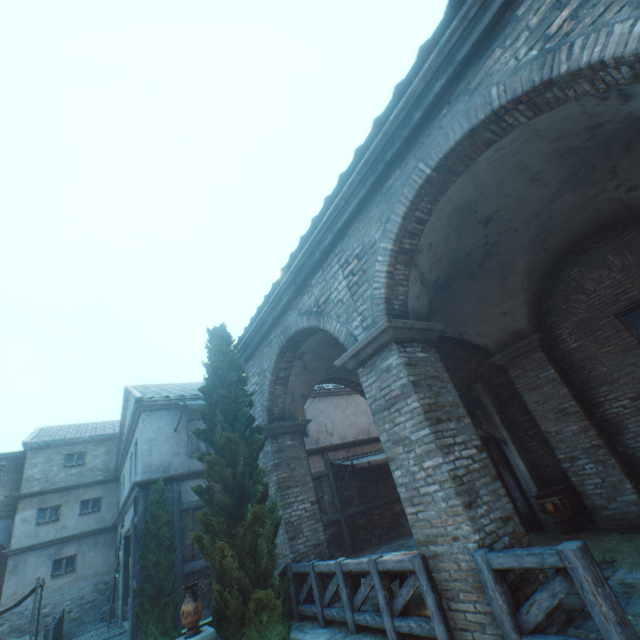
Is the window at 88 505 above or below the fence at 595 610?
above

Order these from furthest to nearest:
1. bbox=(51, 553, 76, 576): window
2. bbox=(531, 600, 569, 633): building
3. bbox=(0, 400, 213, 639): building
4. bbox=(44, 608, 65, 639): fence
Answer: bbox=(51, 553, 76, 576): window < bbox=(0, 400, 213, 639): building < bbox=(44, 608, 65, 639): fence < bbox=(531, 600, 569, 633): building

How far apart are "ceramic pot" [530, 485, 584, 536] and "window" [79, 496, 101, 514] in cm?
2151

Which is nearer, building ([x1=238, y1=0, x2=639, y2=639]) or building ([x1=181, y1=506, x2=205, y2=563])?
building ([x1=238, y1=0, x2=639, y2=639])

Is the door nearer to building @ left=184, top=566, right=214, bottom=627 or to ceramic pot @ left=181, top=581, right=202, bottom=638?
building @ left=184, top=566, right=214, bottom=627

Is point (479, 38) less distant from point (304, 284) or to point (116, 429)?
point (304, 284)

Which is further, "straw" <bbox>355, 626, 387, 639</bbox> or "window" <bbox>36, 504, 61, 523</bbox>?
"window" <bbox>36, 504, 61, 523</bbox>

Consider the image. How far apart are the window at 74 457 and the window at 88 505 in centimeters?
187cm
